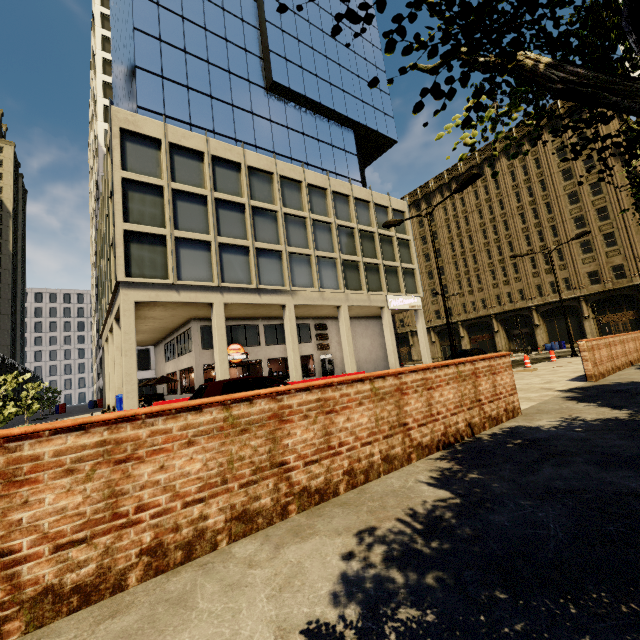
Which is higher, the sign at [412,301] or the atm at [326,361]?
the sign at [412,301]

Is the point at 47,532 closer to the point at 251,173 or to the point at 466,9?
the point at 466,9

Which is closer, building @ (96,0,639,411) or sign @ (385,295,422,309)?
building @ (96,0,639,411)

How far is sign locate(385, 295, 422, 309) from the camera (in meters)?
28.17

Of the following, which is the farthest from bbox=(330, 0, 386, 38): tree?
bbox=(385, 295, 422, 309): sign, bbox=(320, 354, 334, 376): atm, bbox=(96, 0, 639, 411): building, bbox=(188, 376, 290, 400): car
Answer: bbox=(320, 354, 334, 376): atm

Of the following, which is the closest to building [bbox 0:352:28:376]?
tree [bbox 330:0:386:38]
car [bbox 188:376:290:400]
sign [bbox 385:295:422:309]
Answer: sign [bbox 385:295:422:309]

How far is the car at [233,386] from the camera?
8.73m

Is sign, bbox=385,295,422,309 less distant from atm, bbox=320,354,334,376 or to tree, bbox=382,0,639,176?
atm, bbox=320,354,334,376
